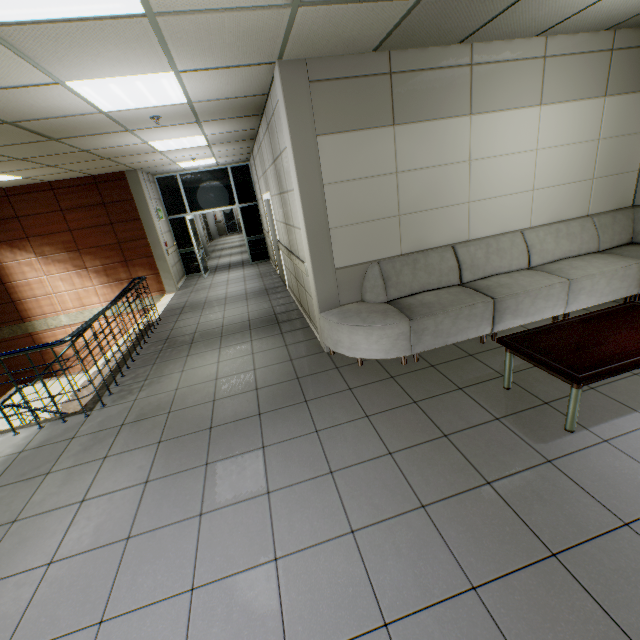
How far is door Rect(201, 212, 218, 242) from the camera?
21.94m

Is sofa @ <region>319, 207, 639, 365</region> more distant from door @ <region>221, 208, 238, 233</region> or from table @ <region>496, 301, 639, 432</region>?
door @ <region>221, 208, 238, 233</region>

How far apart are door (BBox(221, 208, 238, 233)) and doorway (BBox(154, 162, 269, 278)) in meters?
16.0 m

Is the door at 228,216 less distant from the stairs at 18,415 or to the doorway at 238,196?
the doorway at 238,196

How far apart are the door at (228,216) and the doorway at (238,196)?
16.0 meters

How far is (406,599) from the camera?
1.7 meters

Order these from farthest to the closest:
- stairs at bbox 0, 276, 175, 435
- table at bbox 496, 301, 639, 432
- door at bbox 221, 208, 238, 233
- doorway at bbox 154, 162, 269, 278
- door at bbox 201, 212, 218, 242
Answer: door at bbox 221, 208, 238, 233 → door at bbox 201, 212, 218, 242 → doorway at bbox 154, 162, 269, 278 → stairs at bbox 0, 276, 175, 435 → table at bbox 496, 301, 639, 432

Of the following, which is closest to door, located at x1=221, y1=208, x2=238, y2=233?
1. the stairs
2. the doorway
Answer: the doorway
